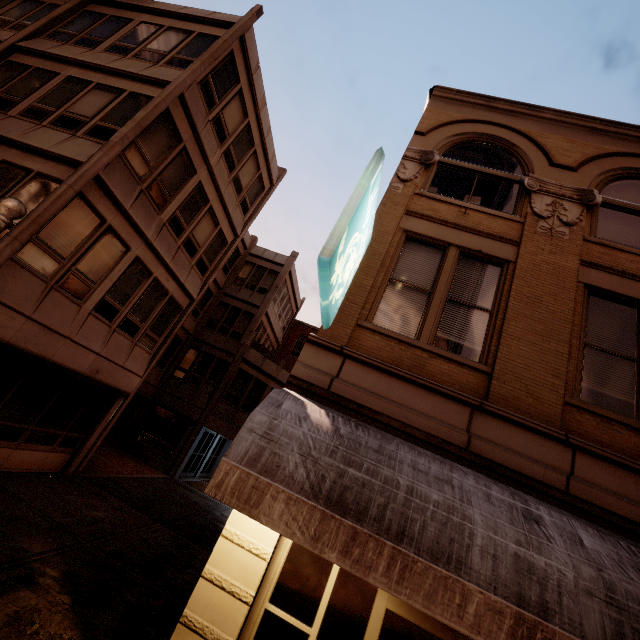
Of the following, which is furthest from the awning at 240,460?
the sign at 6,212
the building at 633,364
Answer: the sign at 6,212

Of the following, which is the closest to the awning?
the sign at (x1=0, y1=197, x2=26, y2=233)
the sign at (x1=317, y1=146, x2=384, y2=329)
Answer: the sign at (x1=317, y1=146, x2=384, y2=329)

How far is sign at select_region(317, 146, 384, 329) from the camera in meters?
4.1

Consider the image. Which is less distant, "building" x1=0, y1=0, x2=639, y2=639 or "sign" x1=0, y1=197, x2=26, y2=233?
"sign" x1=0, y1=197, x2=26, y2=233

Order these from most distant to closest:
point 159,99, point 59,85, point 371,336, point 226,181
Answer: point 226,181 < point 59,85 < point 159,99 < point 371,336

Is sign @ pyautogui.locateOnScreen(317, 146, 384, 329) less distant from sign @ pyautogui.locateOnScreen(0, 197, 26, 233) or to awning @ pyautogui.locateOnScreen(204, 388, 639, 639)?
awning @ pyautogui.locateOnScreen(204, 388, 639, 639)

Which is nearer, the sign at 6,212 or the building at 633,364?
the sign at 6,212
